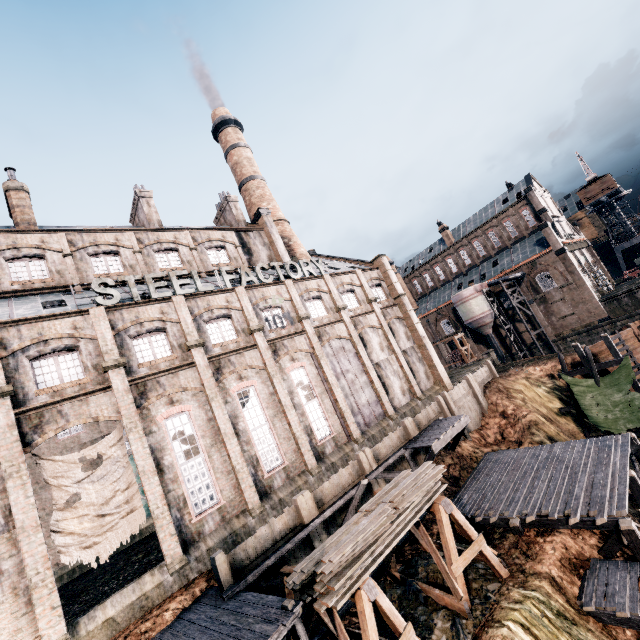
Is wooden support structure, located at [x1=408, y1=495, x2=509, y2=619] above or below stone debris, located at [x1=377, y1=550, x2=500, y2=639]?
above

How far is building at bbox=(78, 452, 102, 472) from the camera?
29.6m

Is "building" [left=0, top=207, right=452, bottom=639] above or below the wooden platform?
above

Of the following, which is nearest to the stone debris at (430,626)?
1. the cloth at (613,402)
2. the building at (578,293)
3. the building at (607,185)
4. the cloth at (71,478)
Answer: the building at (578,293)

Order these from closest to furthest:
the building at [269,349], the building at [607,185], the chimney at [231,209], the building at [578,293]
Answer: the building at [269,349]
the chimney at [231,209]
the building at [578,293]
the building at [607,185]

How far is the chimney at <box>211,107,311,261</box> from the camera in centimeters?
3917cm

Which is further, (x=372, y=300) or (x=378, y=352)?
(x=372, y=300)

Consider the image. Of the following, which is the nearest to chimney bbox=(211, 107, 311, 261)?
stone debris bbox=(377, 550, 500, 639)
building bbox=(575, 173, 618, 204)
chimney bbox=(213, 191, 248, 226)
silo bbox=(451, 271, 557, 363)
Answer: chimney bbox=(213, 191, 248, 226)
